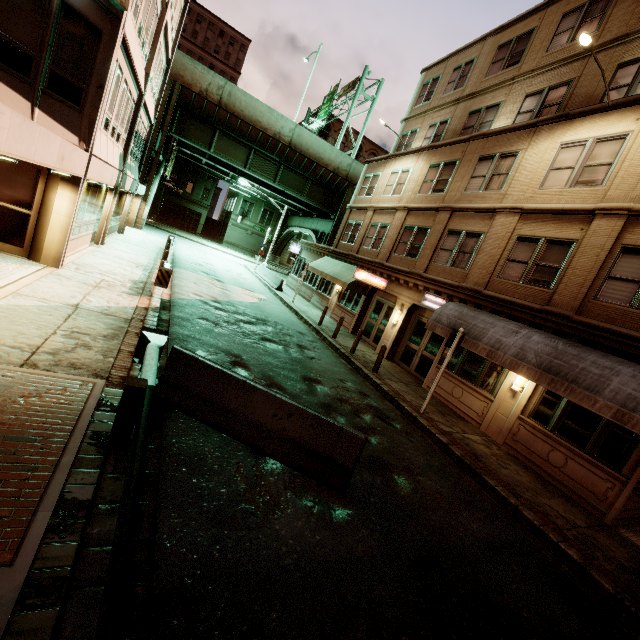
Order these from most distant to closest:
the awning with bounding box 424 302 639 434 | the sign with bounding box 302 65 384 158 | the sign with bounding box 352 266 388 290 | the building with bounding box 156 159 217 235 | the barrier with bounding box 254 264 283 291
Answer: the building with bounding box 156 159 217 235 → the sign with bounding box 302 65 384 158 → the barrier with bounding box 254 264 283 291 → the sign with bounding box 352 266 388 290 → the awning with bounding box 424 302 639 434

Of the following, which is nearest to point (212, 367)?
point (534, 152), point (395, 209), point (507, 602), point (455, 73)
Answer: point (507, 602)

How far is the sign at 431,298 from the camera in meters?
14.4 m

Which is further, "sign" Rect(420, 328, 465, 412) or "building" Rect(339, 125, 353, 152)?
"building" Rect(339, 125, 353, 152)

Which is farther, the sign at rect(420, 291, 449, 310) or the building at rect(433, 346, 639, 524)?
the sign at rect(420, 291, 449, 310)

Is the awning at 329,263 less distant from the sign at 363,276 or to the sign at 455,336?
the sign at 363,276

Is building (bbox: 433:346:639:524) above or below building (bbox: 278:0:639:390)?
below

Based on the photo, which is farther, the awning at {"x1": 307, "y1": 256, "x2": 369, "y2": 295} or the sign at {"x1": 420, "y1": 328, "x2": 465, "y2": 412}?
the awning at {"x1": 307, "y1": 256, "x2": 369, "y2": 295}
